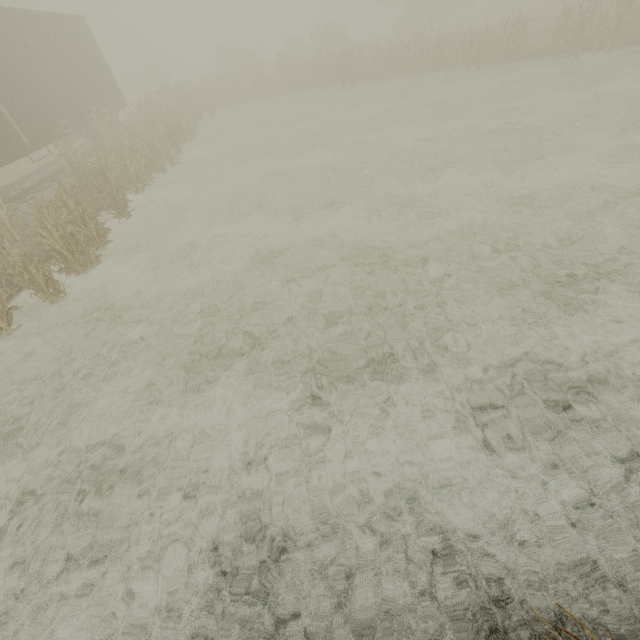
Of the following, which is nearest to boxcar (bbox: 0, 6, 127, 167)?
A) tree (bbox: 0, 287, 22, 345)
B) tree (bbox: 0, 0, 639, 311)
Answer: tree (bbox: 0, 287, 22, 345)

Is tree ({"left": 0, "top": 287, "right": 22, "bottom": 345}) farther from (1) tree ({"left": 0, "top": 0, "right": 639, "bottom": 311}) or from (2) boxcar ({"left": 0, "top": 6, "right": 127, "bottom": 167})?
(1) tree ({"left": 0, "top": 0, "right": 639, "bottom": 311})

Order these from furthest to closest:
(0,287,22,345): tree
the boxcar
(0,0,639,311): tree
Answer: the boxcar → (0,0,639,311): tree → (0,287,22,345): tree

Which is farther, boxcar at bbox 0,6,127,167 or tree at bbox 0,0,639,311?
boxcar at bbox 0,6,127,167

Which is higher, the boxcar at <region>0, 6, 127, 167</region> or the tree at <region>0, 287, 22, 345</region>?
the boxcar at <region>0, 6, 127, 167</region>

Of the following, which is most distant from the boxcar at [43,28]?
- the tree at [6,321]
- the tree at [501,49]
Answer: the tree at [501,49]

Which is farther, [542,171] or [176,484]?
[542,171]
